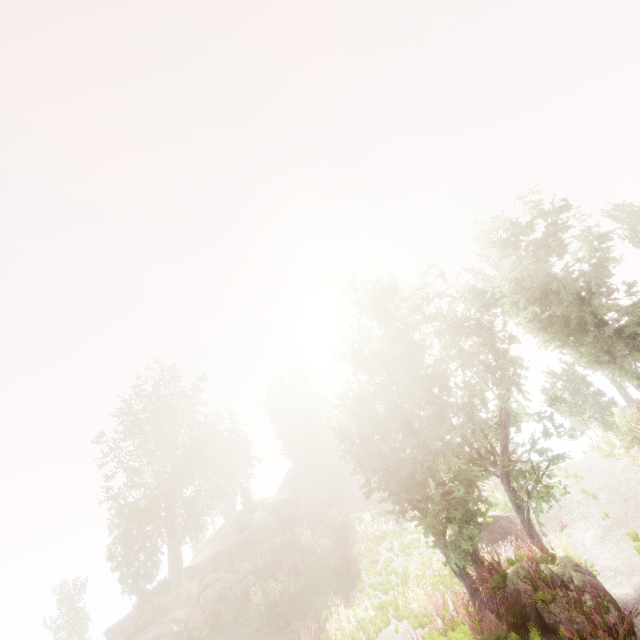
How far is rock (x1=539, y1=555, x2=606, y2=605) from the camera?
8.7 meters

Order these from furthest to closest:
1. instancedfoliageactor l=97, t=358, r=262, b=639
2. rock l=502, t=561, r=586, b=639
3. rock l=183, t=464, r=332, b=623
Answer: instancedfoliageactor l=97, t=358, r=262, b=639 < rock l=183, t=464, r=332, b=623 < rock l=502, t=561, r=586, b=639

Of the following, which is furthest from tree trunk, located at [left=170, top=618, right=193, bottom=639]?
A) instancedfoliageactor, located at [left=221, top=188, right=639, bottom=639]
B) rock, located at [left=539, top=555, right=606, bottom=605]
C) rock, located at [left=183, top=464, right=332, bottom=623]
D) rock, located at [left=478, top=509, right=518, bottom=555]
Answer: rock, located at [left=539, top=555, right=606, bottom=605]

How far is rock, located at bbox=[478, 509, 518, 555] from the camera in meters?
15.3

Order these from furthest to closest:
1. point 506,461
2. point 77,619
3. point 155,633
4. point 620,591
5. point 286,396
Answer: point 286,396
point 77,619
point 155,633
point 506,461
point 620,591

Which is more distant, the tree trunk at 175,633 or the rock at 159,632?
the rock at 159,632

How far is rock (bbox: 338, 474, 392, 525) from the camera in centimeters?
3538cm

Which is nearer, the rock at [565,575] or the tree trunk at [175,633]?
the rock at [565,575]
